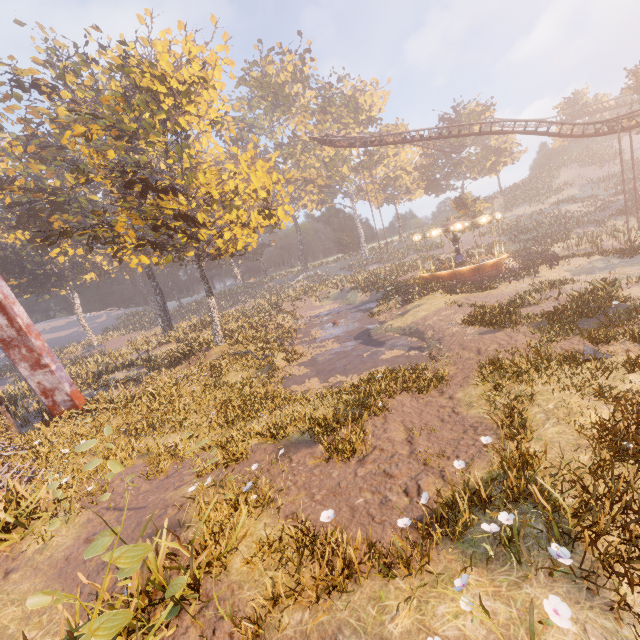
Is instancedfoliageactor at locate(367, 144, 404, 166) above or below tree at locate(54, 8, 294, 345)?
above

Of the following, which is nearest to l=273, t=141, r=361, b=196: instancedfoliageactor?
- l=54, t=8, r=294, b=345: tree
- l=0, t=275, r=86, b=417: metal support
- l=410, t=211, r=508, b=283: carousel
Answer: l=410, t=211, r=508, b=283: carousel

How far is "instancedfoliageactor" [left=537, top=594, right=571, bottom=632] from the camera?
3.14m

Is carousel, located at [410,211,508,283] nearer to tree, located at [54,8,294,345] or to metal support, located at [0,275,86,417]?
tree, located at [54,8,294,345]

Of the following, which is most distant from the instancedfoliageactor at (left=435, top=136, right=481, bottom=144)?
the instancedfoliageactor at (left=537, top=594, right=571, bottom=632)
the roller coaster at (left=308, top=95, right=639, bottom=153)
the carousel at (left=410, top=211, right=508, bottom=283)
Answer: the instancedfoliageactor at (left=537, top=594, right=571, bottom=632)

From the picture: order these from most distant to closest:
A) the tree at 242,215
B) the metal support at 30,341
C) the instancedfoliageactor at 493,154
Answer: the instancedfoliageactor at 493,154 < the tree at 242,215 < the metal support at 30,341

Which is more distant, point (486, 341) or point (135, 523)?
point (486, 341)

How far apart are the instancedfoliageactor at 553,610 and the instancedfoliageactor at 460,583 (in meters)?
0.69
